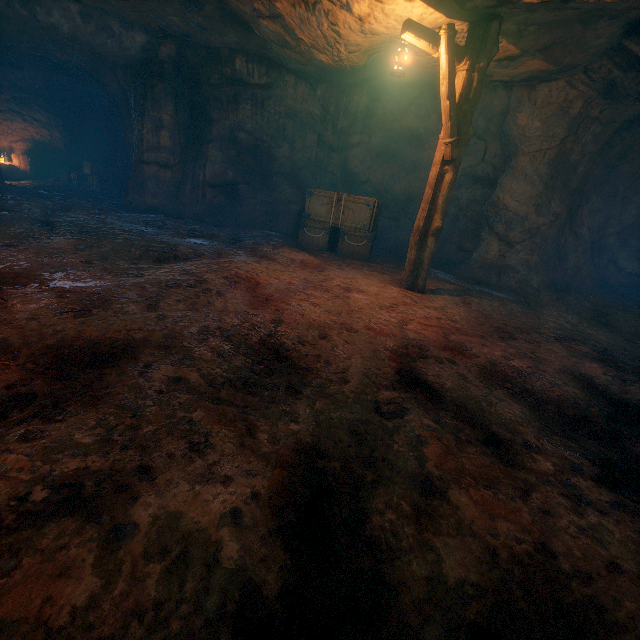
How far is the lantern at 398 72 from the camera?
4.9 meters

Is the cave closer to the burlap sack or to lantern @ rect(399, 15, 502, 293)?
the burlap sack

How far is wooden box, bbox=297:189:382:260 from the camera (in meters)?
9.14

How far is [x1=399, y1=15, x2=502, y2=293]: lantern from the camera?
5.04m

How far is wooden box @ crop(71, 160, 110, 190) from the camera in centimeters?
1611cm

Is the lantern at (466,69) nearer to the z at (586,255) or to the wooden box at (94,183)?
the z at (586,255)

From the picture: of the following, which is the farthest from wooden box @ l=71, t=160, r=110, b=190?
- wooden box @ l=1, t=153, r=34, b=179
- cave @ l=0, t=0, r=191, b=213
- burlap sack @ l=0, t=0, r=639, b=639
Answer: burlap sack @ l=0, t=0, r=639, b=639

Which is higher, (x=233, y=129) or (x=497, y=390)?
(x=233, y=129)
